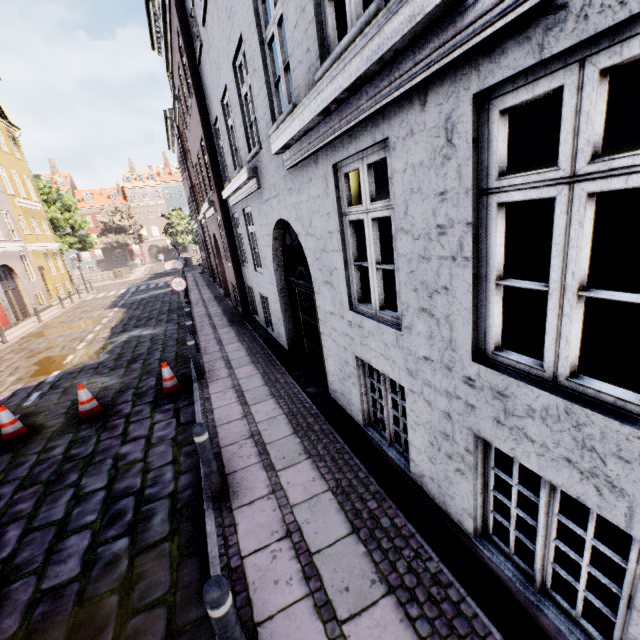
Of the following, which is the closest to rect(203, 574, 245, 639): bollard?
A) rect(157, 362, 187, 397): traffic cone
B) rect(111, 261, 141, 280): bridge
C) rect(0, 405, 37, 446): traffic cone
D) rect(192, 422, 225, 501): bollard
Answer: rect(192, 422, 225, 501): bollard

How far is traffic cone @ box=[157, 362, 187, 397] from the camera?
7.3m

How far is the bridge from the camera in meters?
35.9 m

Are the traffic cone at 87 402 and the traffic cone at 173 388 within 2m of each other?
yes

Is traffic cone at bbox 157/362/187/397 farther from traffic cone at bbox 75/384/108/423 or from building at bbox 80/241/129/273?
building at bbox 80/241/129/273

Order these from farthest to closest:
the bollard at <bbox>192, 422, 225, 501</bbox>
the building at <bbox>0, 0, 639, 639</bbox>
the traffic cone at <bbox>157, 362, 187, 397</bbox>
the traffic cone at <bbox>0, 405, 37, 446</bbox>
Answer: the traffic cone at <bbox>157, 362, 187, 397</bbox> < the traffic cone at <bbox>0, 405, 37, 446</bbox> < the bollard at <bbox>192, 422, 225, 501</bbox> < the building at <bbox>0, 0, 639, 639</bbox>

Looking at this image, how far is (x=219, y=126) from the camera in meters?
9.6 m

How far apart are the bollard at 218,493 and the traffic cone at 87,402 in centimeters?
422cm
